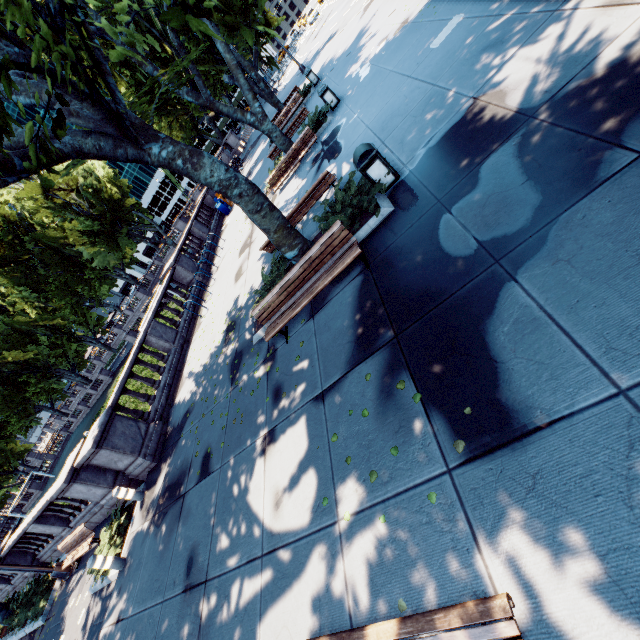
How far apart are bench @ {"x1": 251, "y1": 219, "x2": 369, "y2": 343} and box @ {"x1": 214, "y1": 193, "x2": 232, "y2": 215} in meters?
18.7 m

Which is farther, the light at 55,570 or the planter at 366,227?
the light at 55,570

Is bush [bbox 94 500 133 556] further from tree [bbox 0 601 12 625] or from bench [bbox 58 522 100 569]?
tree [bbox 0 601 12 625]

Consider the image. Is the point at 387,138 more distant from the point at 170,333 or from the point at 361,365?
the point at 170,333

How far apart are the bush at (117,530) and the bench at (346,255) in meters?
7.4 m

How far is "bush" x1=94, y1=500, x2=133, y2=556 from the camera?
9.4m

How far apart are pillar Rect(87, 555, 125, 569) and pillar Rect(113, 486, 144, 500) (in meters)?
1.45

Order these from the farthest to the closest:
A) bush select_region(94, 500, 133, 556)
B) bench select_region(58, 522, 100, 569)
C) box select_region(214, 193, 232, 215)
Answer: box select_region(214, 193, 232, 215) → bench select_region(58, 522, 100, 569) → bush select_region(94, 500, 133, 556)
